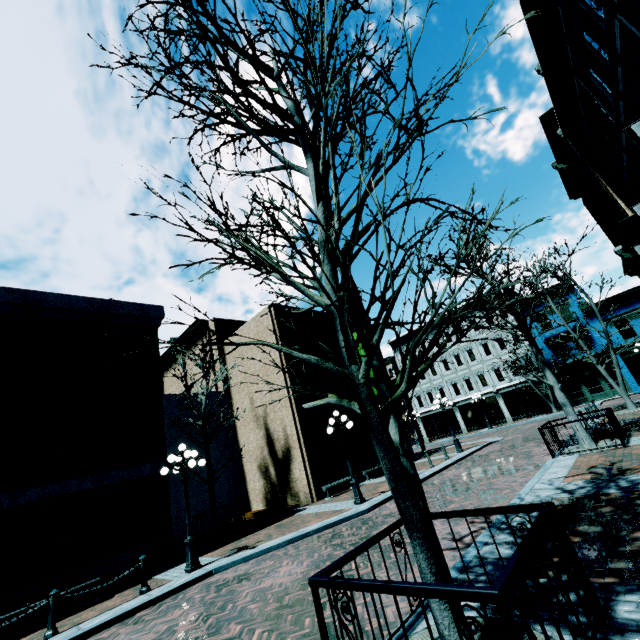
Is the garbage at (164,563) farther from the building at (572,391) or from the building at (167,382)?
the building at (572,391)

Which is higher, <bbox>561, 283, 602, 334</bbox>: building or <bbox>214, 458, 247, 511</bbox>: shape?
<bbox>561, 283, 602, 334</bbox>: building

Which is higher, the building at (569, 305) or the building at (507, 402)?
the building at (569, 305)

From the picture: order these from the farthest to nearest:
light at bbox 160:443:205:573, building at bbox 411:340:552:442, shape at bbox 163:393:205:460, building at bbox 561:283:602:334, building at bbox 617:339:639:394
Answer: building at bbox 411:340:552:442 → building at bbox 561:283:602:334 → building at bbox 617:339:639:394 → shape at bbox 163:393:205:460 → light at bbox 160:443:205:573

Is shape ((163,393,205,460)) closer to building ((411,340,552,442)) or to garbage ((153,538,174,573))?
garbage ((153,538,174,573))

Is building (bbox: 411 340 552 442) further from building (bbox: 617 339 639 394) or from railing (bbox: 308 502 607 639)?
railing (bbox: 308 502 607 639)

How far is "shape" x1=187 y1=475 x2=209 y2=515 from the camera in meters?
→ 18.5 m

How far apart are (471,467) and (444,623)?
13.58m
